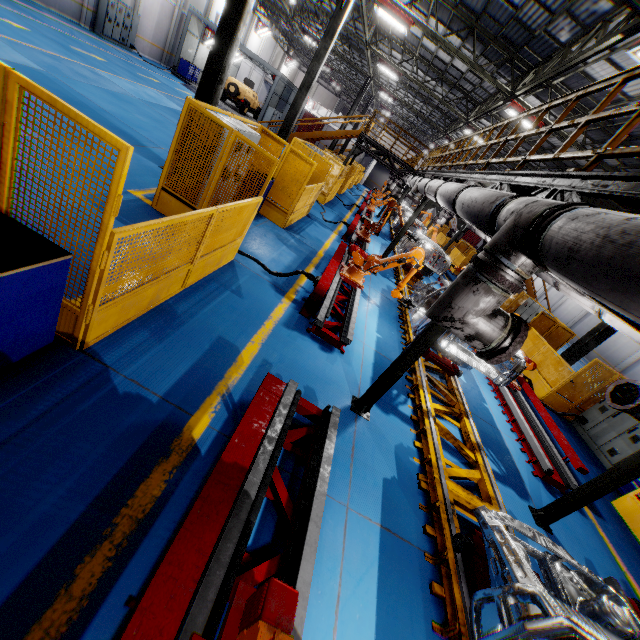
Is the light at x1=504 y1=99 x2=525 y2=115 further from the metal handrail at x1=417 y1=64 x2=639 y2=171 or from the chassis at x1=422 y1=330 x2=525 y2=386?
the chassis at x1=422 y1=330 x2=525 y2=386

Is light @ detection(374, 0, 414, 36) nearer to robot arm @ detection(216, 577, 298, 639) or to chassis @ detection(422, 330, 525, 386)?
chassis @ detection(422, 330, 525, 386)

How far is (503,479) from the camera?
6.13m

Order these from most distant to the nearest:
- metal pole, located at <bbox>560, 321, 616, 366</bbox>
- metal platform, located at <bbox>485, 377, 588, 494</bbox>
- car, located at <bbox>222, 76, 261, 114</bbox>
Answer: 1. car, located at <bbox>222, 76, 261, 114</bbox>
2. metal pole, located at <bbox>560, 321, 616, 366</bbox>
3. metal platform, located at <bbox>485, 377, 588, 494</bbox>

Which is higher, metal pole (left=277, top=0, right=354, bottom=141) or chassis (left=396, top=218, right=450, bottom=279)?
metal pole (left=277, top=0, right=354, bottom=141)

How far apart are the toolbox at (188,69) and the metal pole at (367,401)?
30.86m

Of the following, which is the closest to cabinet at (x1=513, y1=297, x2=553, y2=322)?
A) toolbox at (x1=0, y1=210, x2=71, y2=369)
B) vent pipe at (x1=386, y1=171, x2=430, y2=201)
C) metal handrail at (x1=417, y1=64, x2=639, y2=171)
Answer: metal handrail at (x1=417, y1=64, x2=639, y2=171)

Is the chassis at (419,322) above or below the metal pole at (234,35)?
below
